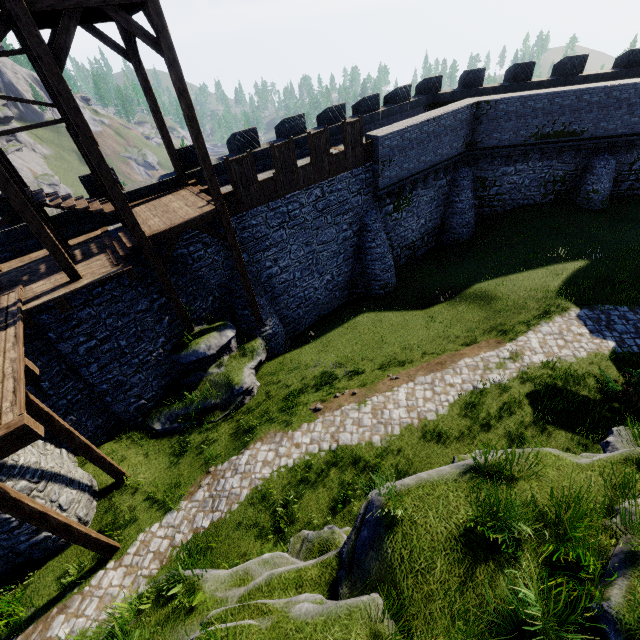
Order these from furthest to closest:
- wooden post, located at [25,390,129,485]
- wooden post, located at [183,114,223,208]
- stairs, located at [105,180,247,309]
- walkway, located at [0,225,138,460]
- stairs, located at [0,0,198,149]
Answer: stairs, located at [105,180,247,309] → wooden post, located at [183,114,223,208] → wooden post, located at [25,390,129,485] → stairs, located at [0,0,198,149] → walkway, located at [0,225,138,460]

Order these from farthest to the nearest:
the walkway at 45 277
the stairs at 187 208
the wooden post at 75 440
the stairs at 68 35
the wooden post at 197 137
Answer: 1. the stairs at 187 208
2. the wooden post at 197 137
3. the wooden post at 75 440
4. the stairs at 68 35
5. the walkway at 45 277

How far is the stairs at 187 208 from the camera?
11.1 meters

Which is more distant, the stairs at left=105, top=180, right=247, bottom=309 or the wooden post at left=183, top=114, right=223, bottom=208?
the stairs at left=105, top=180, right=247, bottom=309

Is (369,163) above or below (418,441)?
above

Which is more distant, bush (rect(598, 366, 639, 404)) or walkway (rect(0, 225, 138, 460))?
bush (rect(598, 366, 639, 404))

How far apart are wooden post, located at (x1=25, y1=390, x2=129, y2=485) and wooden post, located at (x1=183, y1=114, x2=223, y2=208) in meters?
7.8

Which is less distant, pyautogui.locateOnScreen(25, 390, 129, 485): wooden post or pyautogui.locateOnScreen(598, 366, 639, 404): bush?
pyautogui.locateOnScreen(25, 390, 129, 485): wooden post
